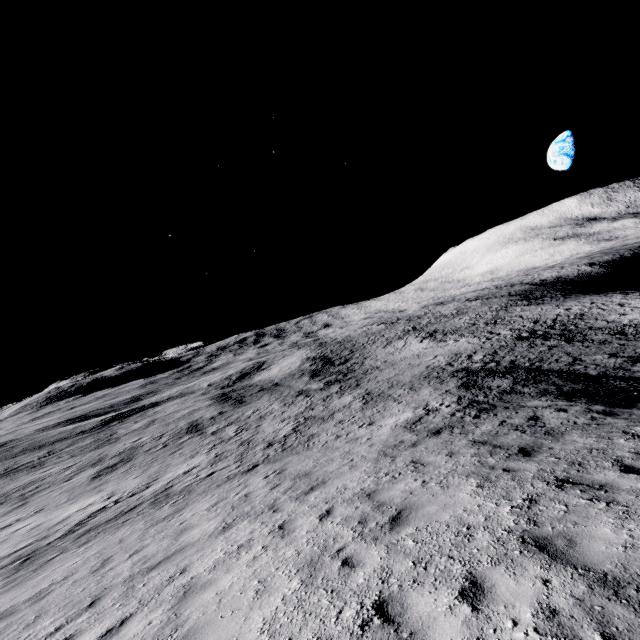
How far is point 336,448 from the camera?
Result: 14.1 meters
